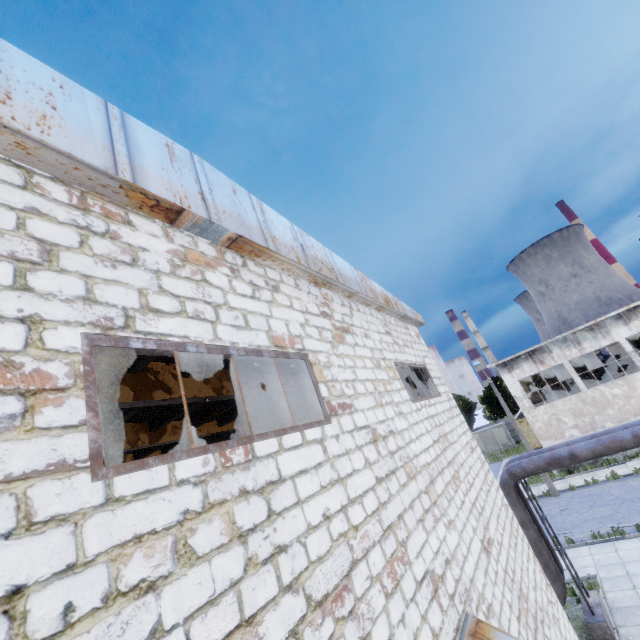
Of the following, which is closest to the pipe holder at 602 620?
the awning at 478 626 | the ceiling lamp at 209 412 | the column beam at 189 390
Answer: the column beam at 189 390

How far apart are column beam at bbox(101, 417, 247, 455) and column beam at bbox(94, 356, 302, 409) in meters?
4.1 m

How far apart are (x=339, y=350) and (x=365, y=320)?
2.1 meters

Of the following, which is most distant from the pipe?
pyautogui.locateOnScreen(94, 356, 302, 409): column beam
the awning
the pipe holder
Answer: the awning

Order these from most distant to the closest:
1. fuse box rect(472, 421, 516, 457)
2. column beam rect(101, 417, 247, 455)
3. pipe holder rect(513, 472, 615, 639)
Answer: fuse box rect(472, 421, 516, 457), column beam rect(101, 417, 247, 455), pipe holder rect(513, 472, 615, 639)

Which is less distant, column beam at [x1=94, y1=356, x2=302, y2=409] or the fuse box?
column beam at [x1=94, y1=356, x2=302, y2=409]

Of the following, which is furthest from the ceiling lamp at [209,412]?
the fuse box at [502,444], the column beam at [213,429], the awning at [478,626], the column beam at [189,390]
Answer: the fuse box at [502,444]

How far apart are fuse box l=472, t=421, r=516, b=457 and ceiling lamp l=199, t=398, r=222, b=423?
47.35m
